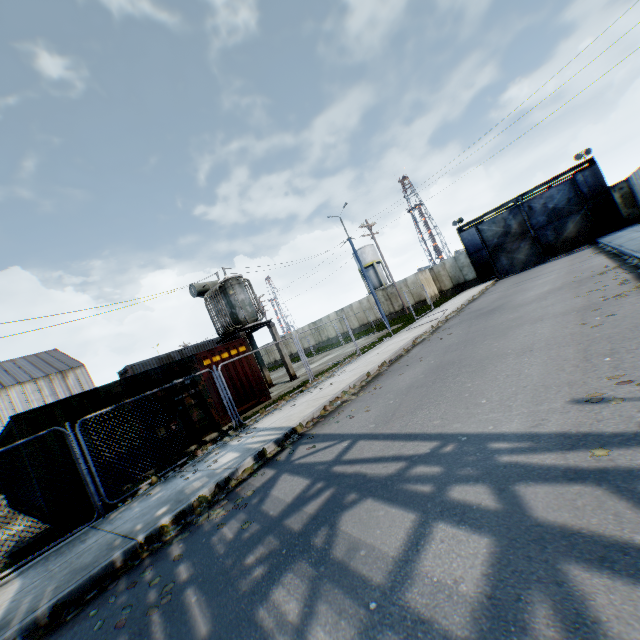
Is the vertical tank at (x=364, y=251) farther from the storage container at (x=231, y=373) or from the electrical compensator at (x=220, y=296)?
the storage container at (x=231, y=373)

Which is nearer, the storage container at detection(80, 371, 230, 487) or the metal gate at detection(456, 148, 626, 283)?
the storage container at detection(80, 371, 230, 487)

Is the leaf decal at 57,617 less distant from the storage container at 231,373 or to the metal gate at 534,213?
the storage container at 231,373

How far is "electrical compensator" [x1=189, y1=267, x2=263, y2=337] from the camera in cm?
1702

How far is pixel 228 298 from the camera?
17.3m

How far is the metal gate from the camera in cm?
2547

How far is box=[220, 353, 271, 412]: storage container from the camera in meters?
13.0
